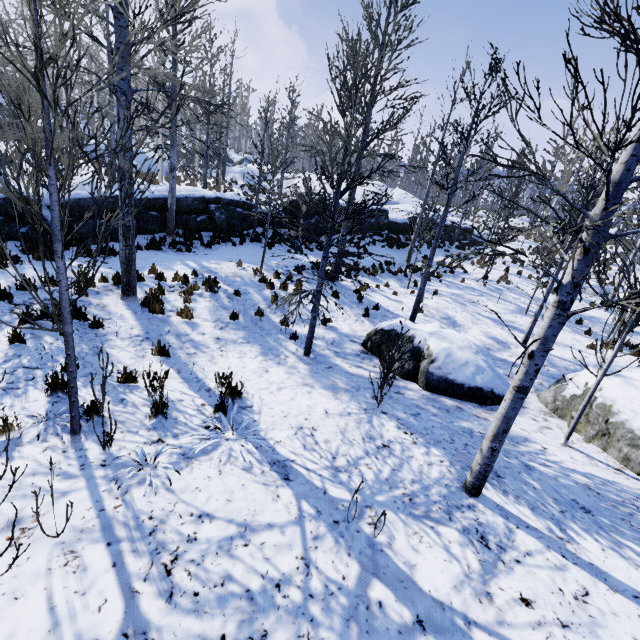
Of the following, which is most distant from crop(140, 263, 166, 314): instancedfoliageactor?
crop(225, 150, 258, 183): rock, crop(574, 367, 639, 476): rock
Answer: crop(574, 367, 639, 476): rock

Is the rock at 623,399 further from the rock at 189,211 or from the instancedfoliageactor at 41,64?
the rock at 189,211

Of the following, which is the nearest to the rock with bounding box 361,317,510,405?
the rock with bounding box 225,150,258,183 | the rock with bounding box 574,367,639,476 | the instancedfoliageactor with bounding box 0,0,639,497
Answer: the rock with bounding box 574,367,639,476

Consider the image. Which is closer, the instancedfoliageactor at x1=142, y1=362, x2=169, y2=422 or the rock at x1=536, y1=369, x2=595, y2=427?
the instancedfoliageactor at x1=142, y1=362, x2=169, y2=422

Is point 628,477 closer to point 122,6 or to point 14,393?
point 14,393

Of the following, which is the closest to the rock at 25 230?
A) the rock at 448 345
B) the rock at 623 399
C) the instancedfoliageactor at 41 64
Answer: the instancedfoliageactor at 41 64

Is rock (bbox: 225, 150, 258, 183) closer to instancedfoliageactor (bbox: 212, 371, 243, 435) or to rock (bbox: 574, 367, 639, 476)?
instancedfoliageactor (bbox: 212, 371, 243, 435)
